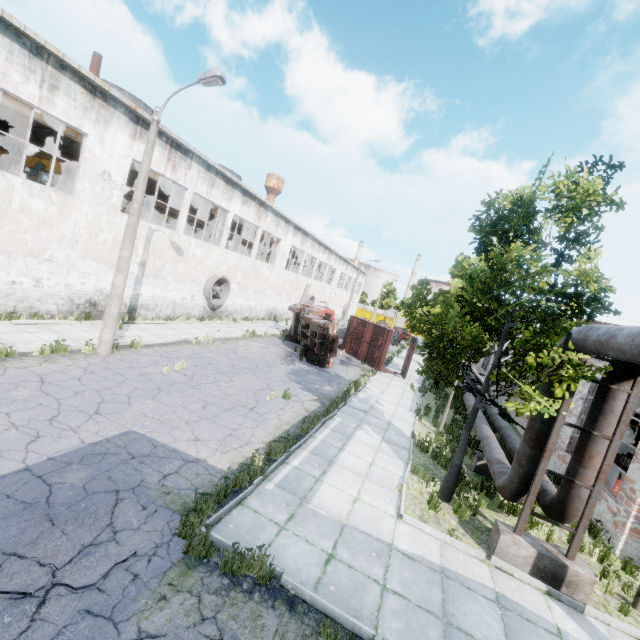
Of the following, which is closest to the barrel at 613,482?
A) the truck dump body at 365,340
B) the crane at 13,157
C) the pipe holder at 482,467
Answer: the pipe holder at 482,467

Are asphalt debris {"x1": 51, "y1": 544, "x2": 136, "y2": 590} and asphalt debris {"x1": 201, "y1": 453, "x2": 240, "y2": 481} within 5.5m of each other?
yes

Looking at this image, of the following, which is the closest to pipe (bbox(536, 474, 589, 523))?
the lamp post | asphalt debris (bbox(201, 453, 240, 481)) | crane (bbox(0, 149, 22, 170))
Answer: asphalt debris (bbox(201, 453, 240, 481))

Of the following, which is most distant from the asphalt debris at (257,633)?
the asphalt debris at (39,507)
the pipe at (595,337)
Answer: the pipe at (595,337)

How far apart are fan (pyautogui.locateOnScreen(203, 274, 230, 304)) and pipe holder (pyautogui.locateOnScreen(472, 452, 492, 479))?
18.0m

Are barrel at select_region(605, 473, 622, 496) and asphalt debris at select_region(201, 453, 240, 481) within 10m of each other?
no

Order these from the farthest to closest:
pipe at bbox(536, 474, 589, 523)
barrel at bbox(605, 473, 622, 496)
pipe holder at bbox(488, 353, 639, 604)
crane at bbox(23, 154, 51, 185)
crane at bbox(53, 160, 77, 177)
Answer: crane at bbox(23, 154, 51, 185)
crane at bbox(53, 160, 77, 177)
barrel at bbox(605, 473, 622, 496)
pipe at bbox(536, 474, 589, 523)
pipe holder at bbox(488, 353, 639, 604)

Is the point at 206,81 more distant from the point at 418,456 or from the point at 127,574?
the point at 418,456
